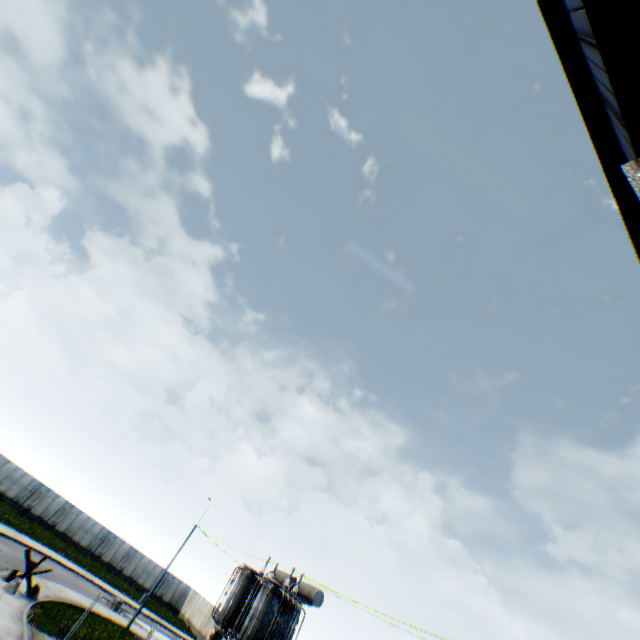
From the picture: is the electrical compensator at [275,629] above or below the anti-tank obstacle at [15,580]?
above

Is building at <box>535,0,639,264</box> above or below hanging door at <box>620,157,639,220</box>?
above

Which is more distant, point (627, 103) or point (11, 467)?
point (11, 467)

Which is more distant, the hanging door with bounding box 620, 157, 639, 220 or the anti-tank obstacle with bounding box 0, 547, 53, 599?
the anti-tank obstacle with bounding box 0, 547, 53, 599

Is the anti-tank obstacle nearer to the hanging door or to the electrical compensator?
the electrical compensator

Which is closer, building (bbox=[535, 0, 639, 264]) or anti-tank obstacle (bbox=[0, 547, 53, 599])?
building (bbox=[535, 0, 639, 264])

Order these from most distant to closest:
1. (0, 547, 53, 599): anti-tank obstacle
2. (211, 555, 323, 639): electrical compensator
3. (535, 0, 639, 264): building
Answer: (0, 547, 53, 599): anti-tank obstacle → (211, 555, 323, 639): electrical compensator → (535, 0, 639, 264): building

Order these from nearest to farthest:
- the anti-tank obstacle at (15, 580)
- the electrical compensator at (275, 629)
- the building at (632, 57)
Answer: the building at (632, 57) < the electrical compensator at (275, 629) < the anti-tank obstacle at (15, 580)
